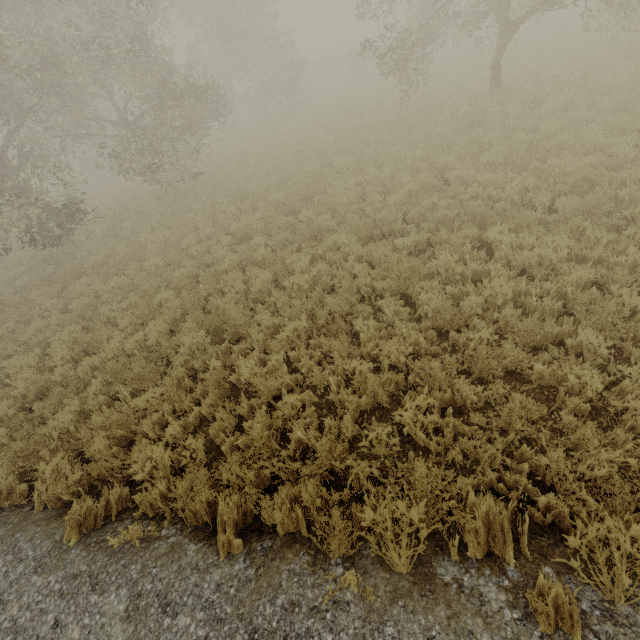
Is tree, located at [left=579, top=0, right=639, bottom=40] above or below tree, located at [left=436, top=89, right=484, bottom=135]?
above

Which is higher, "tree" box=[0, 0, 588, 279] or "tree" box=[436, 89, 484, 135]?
"tree" box=[0, 0, 588, 279]

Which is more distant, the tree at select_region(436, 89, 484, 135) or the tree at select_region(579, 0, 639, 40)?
the tree at select_region(436, 89, 484, 135)

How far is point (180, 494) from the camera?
4.0m

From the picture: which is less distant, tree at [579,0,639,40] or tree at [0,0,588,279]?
tree at [579,0,639,40]

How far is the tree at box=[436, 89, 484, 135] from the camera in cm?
1177

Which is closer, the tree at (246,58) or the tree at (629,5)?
the tree at (629,5)

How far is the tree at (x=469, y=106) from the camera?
11.8 meters
